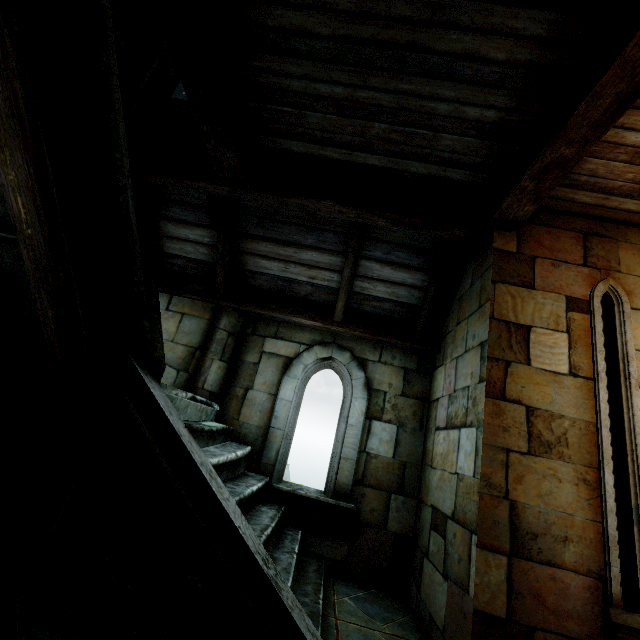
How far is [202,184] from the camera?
4.2m
